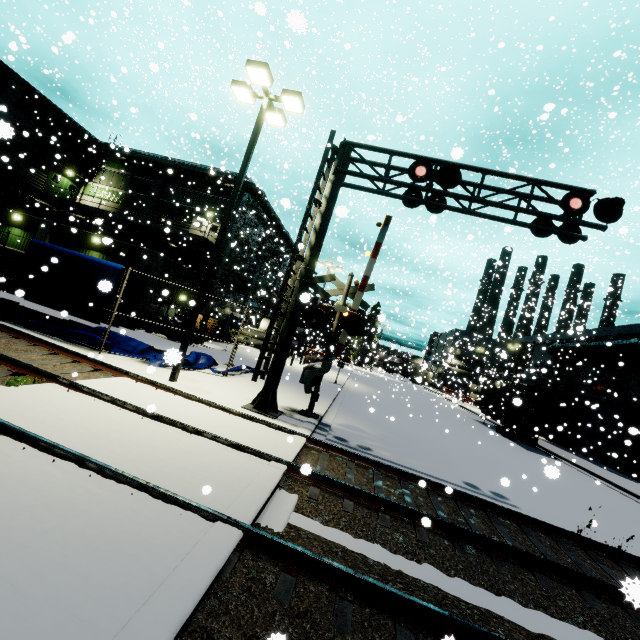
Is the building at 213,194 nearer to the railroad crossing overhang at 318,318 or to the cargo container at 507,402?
the cargo container at 507,402

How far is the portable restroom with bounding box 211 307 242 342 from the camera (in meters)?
28.64

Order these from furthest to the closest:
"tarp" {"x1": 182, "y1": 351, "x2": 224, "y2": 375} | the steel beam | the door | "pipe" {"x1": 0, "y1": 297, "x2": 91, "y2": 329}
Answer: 1. the door
2. the steel beam
3. "tarp" {"x1": 182, "y1": 351, "x2": 224, "y2": 375}
4. "pipe" {"x1": 0, "y1": 297, "x2": 91, "y2": 329}

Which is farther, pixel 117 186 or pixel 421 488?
pixel 117 186

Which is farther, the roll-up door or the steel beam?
the roll-up door

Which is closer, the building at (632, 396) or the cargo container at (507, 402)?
the cargo container at (507, 402)

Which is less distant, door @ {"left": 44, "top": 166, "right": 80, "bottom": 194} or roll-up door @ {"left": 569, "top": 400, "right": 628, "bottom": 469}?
roll-up door @ {"left": 569, "top": 400, "right": 628, "bottom": 469}

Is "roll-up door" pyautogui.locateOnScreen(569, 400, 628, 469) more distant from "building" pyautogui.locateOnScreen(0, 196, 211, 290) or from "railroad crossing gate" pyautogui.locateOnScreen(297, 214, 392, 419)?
"railroad crossing gate" pyautogui.locateOnScreen(297, 214, 392, 419)
